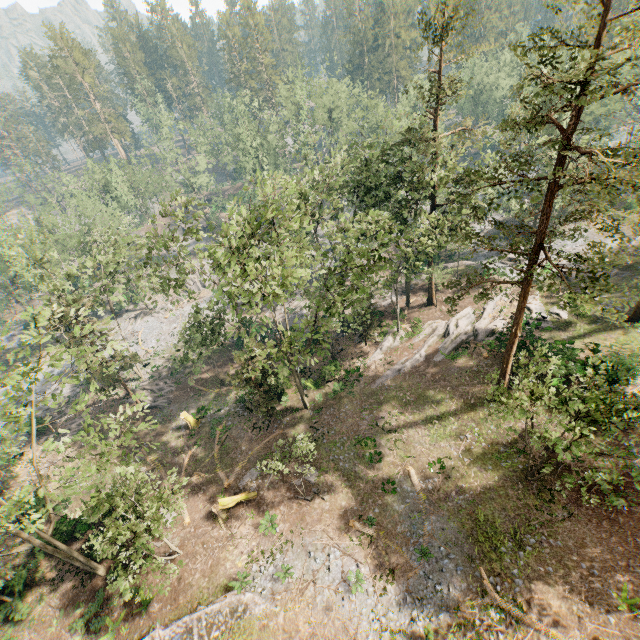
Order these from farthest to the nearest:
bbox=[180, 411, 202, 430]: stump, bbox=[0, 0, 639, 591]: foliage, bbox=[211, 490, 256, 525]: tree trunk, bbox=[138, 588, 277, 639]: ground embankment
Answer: bbox=[180, 411, 202, 430]: stump → bbox=[211, 490, 256, 525]: tree trunk → bbox=[138, 588, 277, 639]: ground embankment → bbox=[0, 0, 639, 591]: foliage

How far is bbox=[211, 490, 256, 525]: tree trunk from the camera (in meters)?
23.64

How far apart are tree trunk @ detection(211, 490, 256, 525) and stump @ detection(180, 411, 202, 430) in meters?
9.0 m

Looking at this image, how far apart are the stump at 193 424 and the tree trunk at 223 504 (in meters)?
8.97

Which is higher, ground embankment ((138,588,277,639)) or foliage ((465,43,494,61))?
foliage ((465,43,494,61))

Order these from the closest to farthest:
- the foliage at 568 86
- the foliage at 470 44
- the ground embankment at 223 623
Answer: the foliage at 568 86 < the ground embankment at 223 623 < the foliage at 470 44

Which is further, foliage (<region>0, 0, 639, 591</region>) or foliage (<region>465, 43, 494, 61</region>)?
foliage (<region>465, 43, 494, 61</region>)

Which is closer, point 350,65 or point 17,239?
point 17,239
